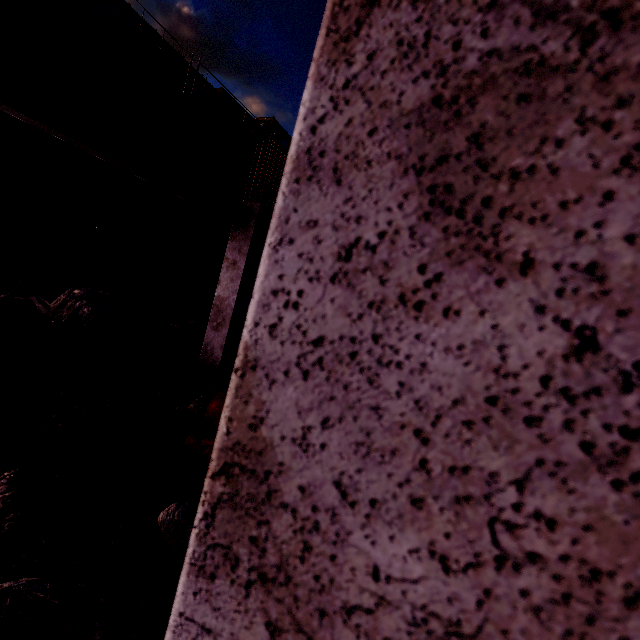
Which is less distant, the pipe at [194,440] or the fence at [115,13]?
the pipe at [194,440]

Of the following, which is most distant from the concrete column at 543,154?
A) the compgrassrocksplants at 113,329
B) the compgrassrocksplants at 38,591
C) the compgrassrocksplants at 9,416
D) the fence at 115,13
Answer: the fence at 115,13

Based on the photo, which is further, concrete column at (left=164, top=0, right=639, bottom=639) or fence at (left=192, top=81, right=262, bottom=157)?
fence at (left=192, top=81, right=262, bottom=157)

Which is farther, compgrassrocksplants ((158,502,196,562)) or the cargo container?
the cargo container

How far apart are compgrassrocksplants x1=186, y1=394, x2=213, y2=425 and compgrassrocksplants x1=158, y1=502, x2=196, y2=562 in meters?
1.8

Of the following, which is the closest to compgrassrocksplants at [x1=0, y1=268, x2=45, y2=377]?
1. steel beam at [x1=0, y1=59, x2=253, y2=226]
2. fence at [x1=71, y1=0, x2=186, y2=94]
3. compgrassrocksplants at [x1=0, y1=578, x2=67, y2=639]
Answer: steel beam at [x1=0, y1=59, x2=253, y2=226]

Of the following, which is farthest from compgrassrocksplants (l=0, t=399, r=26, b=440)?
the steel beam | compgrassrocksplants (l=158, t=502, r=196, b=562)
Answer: the steel beam

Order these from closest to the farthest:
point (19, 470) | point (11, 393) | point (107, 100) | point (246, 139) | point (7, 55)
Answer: point (19, 470)
point (11, 393)
point (7, 55)
point (107, 100)
point (246, 139)
